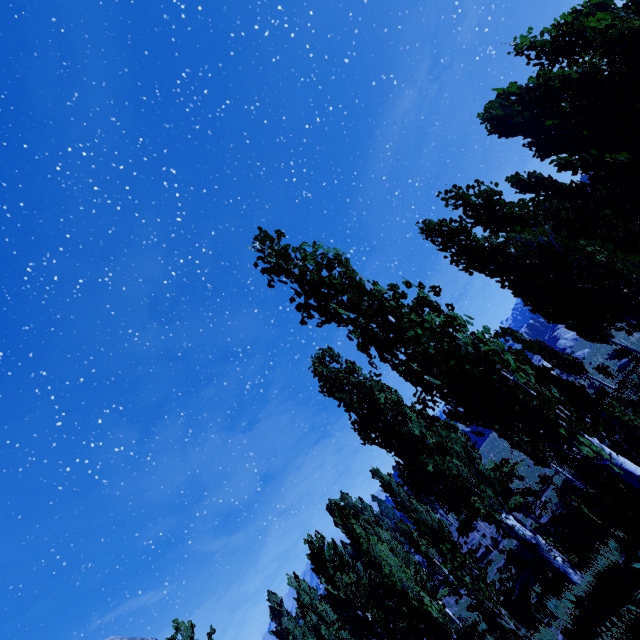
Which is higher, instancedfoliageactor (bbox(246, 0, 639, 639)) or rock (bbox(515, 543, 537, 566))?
instancedfoliageactor (bbox(246, 0, 639, 639))

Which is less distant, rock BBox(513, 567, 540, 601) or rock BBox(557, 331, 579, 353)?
rock BBox(513, 567, 540, 601)

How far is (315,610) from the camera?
23.36m

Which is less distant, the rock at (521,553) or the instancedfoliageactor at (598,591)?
the instancedfoliageactor at (598,591)

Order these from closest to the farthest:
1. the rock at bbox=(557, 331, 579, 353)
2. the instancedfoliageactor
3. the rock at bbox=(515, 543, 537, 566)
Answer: the instancedfoliageactor
the rock at bbox=(515, 543, 537, 566)
the rock at bbox=(557, 331, 579, 353)

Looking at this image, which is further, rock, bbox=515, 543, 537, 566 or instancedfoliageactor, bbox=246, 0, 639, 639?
rock, bbox=515, 543, 537, 566

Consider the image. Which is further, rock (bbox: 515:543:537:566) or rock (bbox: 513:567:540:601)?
rock (bbox: 515:543:537:566)

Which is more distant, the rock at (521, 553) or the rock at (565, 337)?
the rock at (565, 337)
